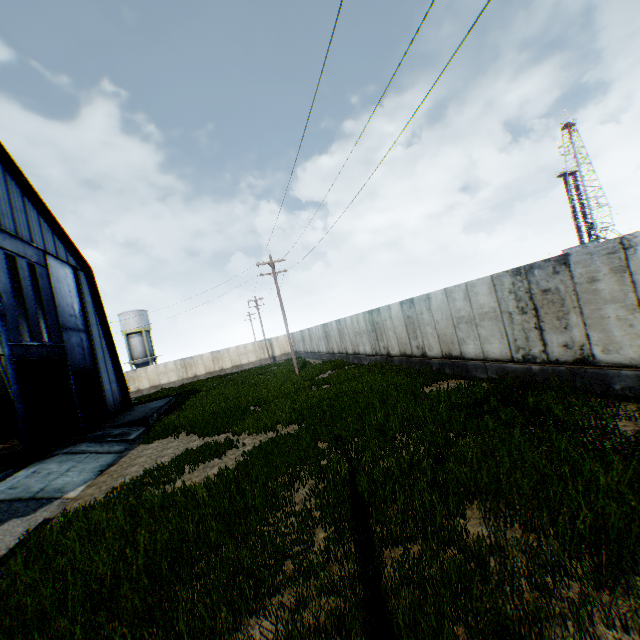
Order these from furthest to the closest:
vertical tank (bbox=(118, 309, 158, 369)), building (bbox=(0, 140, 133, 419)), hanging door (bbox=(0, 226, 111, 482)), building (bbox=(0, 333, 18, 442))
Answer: vertical tank (bbox=(118, 309, 158, 369)), building (bbox=(0, 333, 18, 442)), building (bbox=(0, 140, 133, 419)), hanging door (bbox=(0, 226, 111, 482))

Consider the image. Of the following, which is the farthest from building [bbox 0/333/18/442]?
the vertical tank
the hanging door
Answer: the vertical tank

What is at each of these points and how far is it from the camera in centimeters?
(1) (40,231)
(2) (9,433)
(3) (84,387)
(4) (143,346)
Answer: (1) building, 1833cm
(2) building, 2334cm
(3) hanging door, 1928cm
(4) vertical tank, 4956cm

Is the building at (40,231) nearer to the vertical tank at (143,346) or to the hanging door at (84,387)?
the hanging door at (84,387)

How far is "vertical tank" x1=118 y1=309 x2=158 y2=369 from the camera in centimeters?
4878cm

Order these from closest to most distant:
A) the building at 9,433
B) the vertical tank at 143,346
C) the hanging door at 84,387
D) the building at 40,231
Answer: the hanging door at 84,387 → the building at 40,231 → the building at 9,433 → the vertical tank at 143,346

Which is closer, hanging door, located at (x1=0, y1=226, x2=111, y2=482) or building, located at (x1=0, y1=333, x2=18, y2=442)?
hanging door, located at (x1=0, y1=226, x2=111, y2=482)
